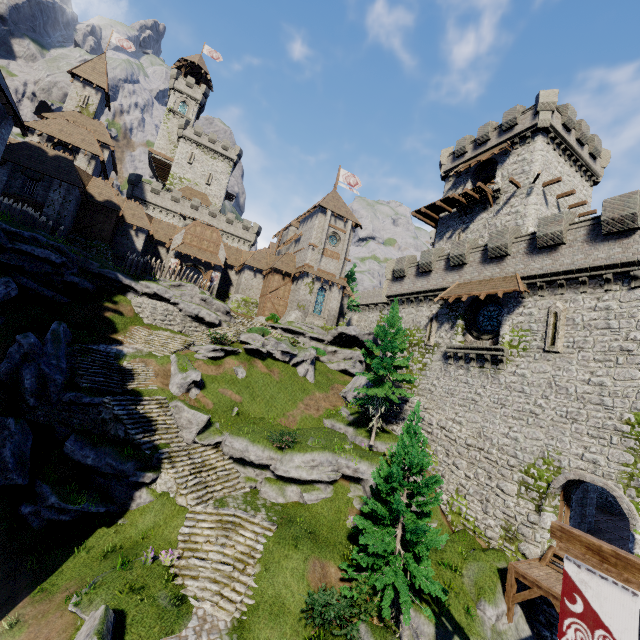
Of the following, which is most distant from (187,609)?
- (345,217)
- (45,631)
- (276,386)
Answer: (345,217)

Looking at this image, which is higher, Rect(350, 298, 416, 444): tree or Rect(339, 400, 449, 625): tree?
Rect(350, 298, 416, 444): tree

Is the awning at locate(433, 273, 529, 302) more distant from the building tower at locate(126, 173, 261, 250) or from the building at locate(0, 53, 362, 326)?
the building tower at locate(126, 173, 261, 250)

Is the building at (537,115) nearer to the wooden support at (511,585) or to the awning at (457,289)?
the awning at (457,289)

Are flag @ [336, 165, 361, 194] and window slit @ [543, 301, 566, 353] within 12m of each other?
no

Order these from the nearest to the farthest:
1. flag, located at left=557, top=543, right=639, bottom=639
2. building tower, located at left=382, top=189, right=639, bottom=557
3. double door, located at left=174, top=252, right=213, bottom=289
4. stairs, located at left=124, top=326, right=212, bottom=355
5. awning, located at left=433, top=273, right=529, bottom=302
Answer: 1. flag, located at left=557, top=543, right=639, bottom=639
2. building tower, located at left=382, top=189, right=639, bottom=557
3. awning, located at left=433, top=273, right=529, bottom=302
4. stairs, located at left=124, top=326, right=212, bottom=355
5. double door, located at left=174, top=252, right=213, bottom=289

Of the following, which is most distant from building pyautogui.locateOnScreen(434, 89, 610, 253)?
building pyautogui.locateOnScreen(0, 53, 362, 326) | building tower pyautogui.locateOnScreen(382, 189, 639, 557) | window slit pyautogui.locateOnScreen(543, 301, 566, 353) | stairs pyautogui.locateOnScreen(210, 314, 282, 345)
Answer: stairs pyautogui.locateOnScreen(210, 314, 282, 345)

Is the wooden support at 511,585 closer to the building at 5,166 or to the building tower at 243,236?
the building at 5,166
